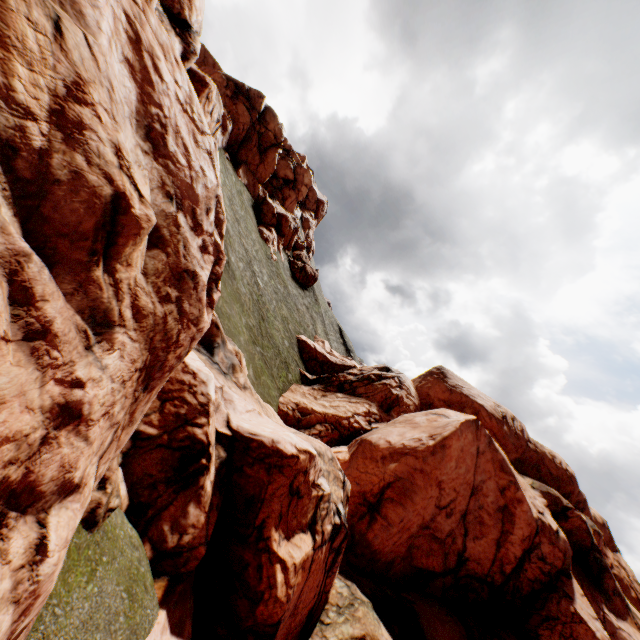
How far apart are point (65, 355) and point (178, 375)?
6.75m
